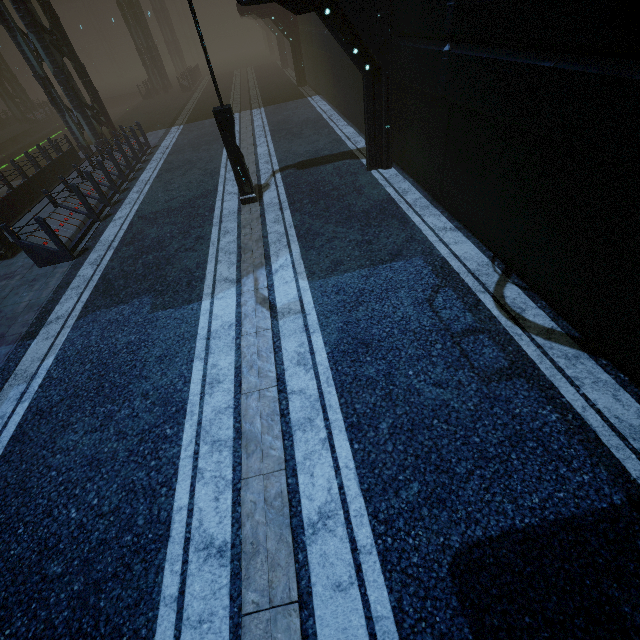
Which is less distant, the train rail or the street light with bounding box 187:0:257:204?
the street light with bounding box 187:0:257:204

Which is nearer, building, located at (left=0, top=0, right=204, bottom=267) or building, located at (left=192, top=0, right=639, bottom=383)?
building, located at (left=192, top=0, right=639, bottom=383)

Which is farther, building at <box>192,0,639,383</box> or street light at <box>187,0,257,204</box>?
street light at <box>187,0,257,204</box>

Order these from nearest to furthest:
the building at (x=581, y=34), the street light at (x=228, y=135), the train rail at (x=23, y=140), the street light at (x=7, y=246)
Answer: the building at (x=581, y=34)
the street light at (x=228, y=135)
the street light at (x=7, y=246)
the train rail at (x=23, y=140)

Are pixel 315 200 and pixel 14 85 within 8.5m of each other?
no

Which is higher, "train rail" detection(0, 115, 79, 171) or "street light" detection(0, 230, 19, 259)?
"street light" detection(0, 230, 19, 259)

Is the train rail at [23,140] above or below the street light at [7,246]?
below

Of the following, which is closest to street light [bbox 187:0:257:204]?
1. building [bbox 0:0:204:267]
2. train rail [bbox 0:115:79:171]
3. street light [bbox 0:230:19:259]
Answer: building [bbox 0:0:204:267]
